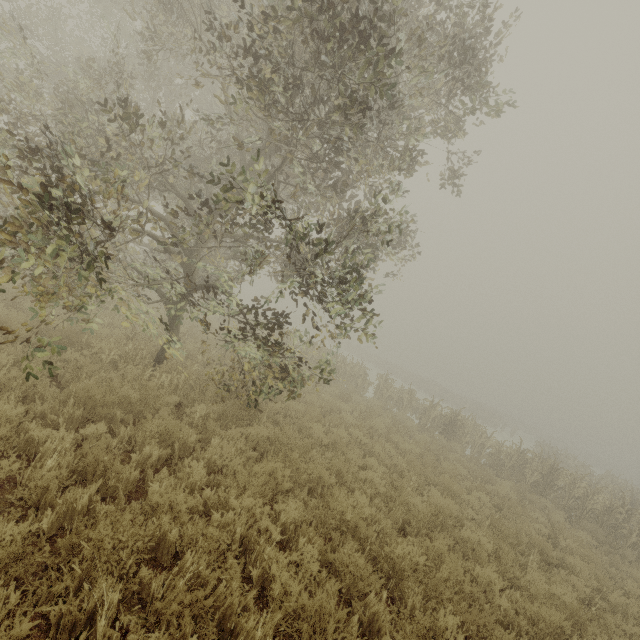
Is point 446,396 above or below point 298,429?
above
